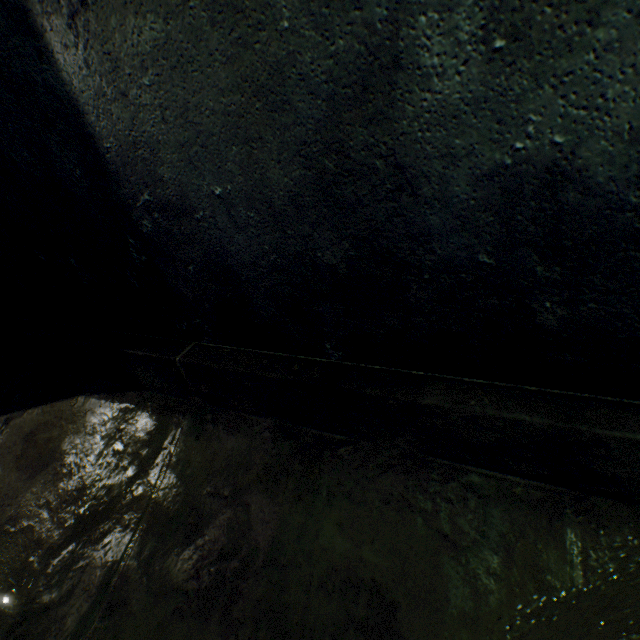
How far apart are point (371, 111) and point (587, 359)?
0.7m
